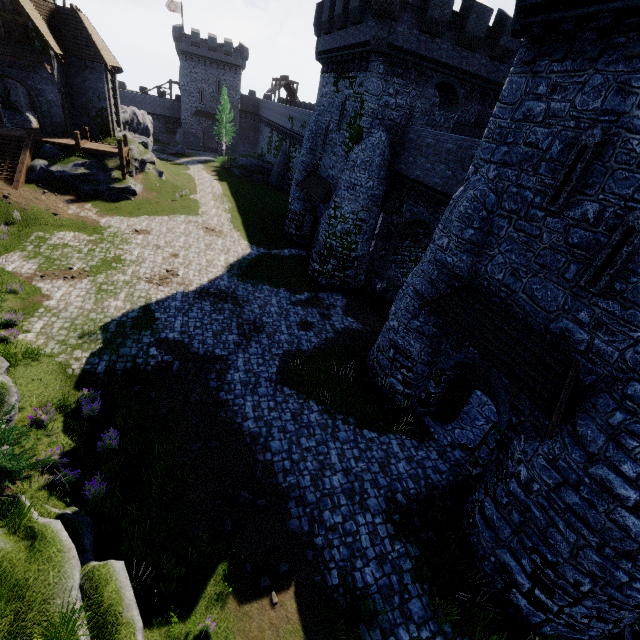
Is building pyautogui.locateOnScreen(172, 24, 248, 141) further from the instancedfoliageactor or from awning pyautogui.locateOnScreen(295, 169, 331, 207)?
the instancedfoliageactor

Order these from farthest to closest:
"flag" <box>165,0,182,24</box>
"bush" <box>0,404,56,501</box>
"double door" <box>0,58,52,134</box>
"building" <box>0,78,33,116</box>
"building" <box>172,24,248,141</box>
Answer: "flag" <box>165,0,182,24</box>
"building" <box>172,24,248,141</box>
"building" <box>0,78,33,116</box>
"double door" <box>0,58,52,134</box>
"bush" <box>0,404,56,501</box>

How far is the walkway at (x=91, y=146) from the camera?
26.0 meters

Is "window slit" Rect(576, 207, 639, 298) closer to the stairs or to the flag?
the stairs

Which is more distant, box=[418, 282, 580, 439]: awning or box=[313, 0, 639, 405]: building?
box=[418, 282, 580, 439]: awning

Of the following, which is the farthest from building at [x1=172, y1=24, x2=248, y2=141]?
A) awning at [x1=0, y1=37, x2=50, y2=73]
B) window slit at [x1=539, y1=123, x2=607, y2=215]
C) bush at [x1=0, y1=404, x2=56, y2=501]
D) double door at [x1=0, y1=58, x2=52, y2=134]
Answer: bush at [x1=0, y1=404, x2=56, y2=501]

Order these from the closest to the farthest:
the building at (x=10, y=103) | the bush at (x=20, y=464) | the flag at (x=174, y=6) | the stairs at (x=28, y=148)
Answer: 1. the bush at (x=20, y=464)
2. the stairs at (x=28, y=148)
3. the building at (x=10, y=103)
4. the flag at (x=174, y=6)

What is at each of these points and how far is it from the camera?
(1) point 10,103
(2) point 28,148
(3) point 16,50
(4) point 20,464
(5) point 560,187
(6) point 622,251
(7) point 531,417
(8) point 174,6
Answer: (1) building, 31.1m
(2) stairs, 24.1m
(3) awning, 23.5m
(4) bush, 7.0m
(5) window slit, 9.0m
(6) window slit, 7.7m
(7) building, 9.9m
(8) flag, 53.4m
